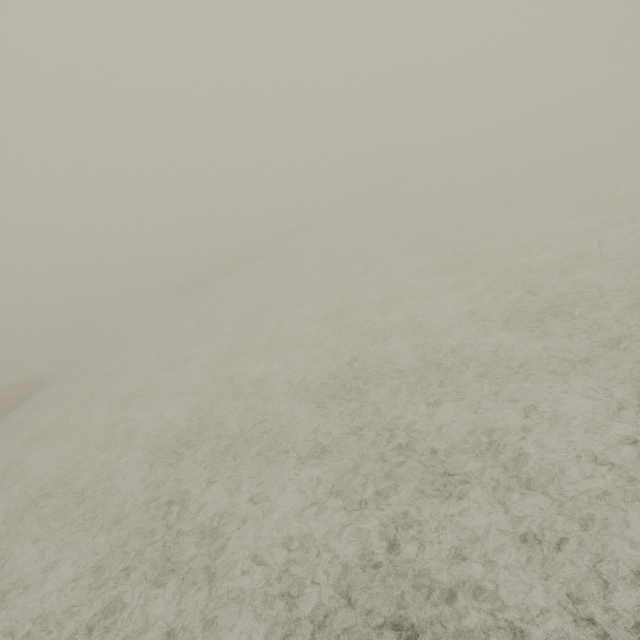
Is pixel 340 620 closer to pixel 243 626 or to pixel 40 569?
pixel 243 626
